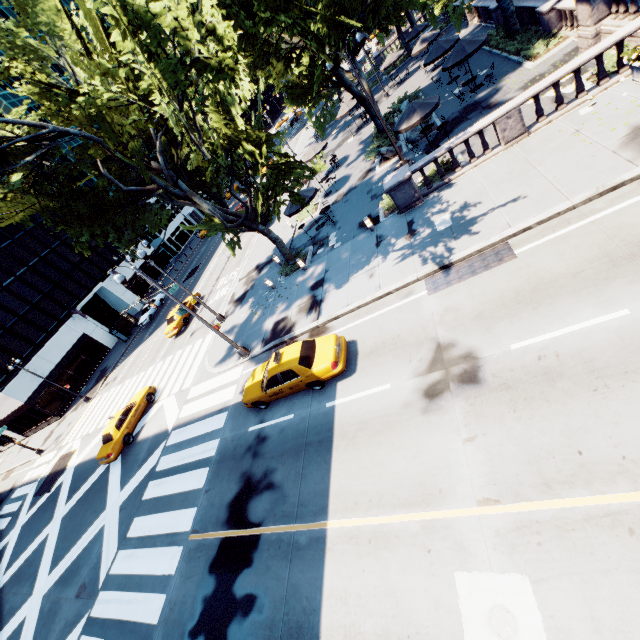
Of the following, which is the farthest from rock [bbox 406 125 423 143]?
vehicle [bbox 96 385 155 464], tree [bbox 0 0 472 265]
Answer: vehicle [bbox 96 385 155 464]

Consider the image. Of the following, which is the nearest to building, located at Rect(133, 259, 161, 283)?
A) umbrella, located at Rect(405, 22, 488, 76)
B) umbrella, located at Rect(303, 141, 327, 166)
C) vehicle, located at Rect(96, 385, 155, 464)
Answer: vehicle, located at Rect(96, 385, 155, 464)

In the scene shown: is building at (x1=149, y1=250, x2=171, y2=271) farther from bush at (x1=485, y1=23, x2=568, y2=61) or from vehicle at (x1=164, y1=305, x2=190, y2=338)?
bush at (x1=485, y1=23, x2=568, y2=61)

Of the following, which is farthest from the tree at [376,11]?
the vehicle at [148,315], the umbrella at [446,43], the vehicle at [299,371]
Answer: the vehicle at [148,315]

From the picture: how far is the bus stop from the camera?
38.8m

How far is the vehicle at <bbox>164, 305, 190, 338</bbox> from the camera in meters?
27.5 m

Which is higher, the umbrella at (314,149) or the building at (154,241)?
the building at (154,241)

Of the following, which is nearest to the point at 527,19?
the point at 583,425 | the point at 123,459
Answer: the point at 583,425
